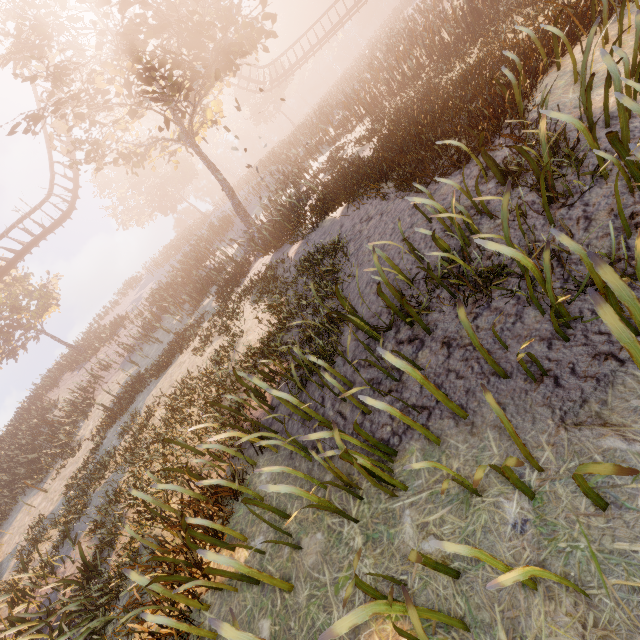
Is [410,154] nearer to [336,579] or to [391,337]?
[391,337]

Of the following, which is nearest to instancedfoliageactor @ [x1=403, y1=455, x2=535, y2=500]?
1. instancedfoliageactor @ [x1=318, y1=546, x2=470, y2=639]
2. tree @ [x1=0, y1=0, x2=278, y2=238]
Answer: instancedfoliageactor @ [x1=318, y1=546, x2=470, y2=639]

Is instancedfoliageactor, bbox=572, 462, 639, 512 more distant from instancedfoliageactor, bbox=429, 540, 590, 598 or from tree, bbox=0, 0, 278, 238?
tree, bbox=0, 0, 278, 238

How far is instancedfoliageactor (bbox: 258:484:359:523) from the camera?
2.8 meters

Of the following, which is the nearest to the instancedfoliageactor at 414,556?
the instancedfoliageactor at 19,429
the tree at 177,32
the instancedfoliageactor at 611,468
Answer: the instancedfoliageactor at 611,468

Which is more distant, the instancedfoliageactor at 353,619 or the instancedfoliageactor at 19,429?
the instancedfoliageactor at 19,429

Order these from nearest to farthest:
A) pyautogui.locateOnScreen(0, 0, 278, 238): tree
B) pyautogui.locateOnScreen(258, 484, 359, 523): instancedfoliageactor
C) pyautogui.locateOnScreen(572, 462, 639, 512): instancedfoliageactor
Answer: pyautogui.locateOnScreen(572, 462, 639, 512): instancedfoliageactor, pyautogui.locateOnScreen(258, 484, 359, 523): instancedfoliageactor, pyautogui.locateOnScreen(0, 0, 278, 238): tree
